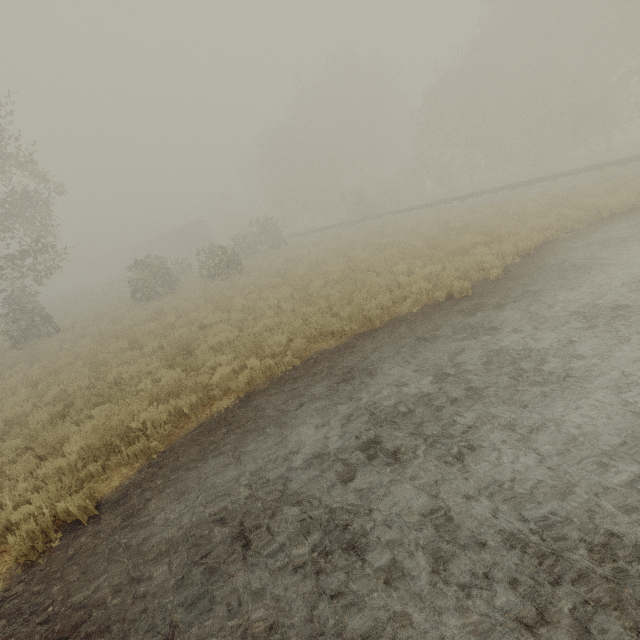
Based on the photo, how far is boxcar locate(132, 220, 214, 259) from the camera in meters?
45.8 m

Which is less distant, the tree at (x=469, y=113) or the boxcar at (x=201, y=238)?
the tree at (x=469, y=113)

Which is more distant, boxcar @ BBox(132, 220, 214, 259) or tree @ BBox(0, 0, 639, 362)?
boxcar @ BBox(132, 220, 214, 259)

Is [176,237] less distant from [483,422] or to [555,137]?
[555,137]

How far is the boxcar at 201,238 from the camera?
45.78m
